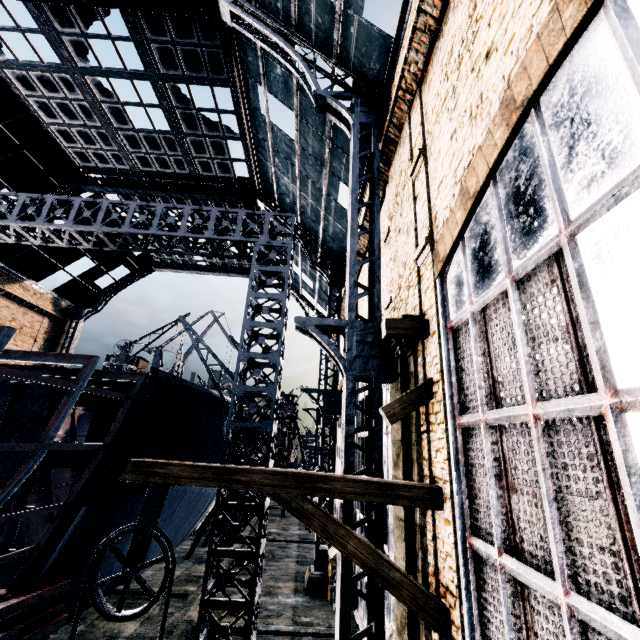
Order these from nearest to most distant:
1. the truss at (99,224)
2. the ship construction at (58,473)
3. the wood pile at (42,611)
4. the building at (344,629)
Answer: the building at (344,629)
the wood pile at (42,611)
the ship construction at (58,473)
the truss at (99,224)

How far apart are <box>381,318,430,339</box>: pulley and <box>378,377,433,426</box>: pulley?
0.90m

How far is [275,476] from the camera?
5.9 meters

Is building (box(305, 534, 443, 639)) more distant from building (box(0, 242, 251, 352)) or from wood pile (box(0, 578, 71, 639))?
wood pile (box(0, 578, 71, 639))

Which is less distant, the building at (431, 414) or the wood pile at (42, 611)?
the building at (431, 414)

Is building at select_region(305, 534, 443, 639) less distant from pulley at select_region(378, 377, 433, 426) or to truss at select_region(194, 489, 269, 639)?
pulley at select_region(378, 377, 433, 426)

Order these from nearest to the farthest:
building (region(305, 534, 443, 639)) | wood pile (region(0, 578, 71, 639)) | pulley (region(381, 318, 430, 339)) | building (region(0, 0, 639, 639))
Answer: building (region(0, 0, 639, 639)), building (region(305, 534, 443, 639)), pulley (region(381, 318, 430, 339)), wood pile (region(0, 578, 71, 639))

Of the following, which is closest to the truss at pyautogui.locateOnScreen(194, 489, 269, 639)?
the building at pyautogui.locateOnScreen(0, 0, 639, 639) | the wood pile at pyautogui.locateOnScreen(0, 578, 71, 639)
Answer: the building at pyautogui.locateOnScreen(0, 0, 639, 639)
